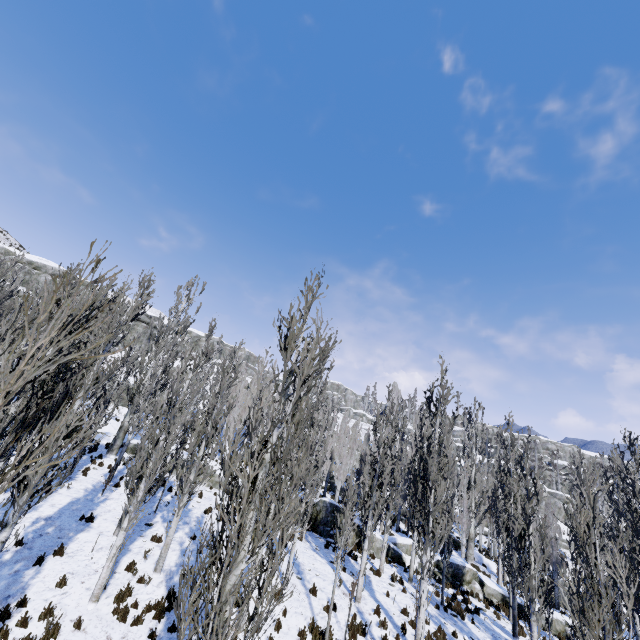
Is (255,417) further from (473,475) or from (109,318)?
(473,475)

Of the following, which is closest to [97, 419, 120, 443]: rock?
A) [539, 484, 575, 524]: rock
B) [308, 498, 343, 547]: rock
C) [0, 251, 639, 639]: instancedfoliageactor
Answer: [0, 251, 639, 639]: instancedfoliageactor

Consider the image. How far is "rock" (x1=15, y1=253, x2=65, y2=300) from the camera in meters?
38.6

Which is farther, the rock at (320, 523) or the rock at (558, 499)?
the rock at (558, 499)

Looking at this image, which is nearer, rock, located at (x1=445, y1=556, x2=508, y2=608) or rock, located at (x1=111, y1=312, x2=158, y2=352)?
rock, located at (x1=445, y1=556, x2=508, y2=608)

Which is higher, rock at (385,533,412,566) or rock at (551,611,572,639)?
rock at (385,533,412,566)

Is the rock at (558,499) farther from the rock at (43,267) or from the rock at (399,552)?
the rock at (43,267)
